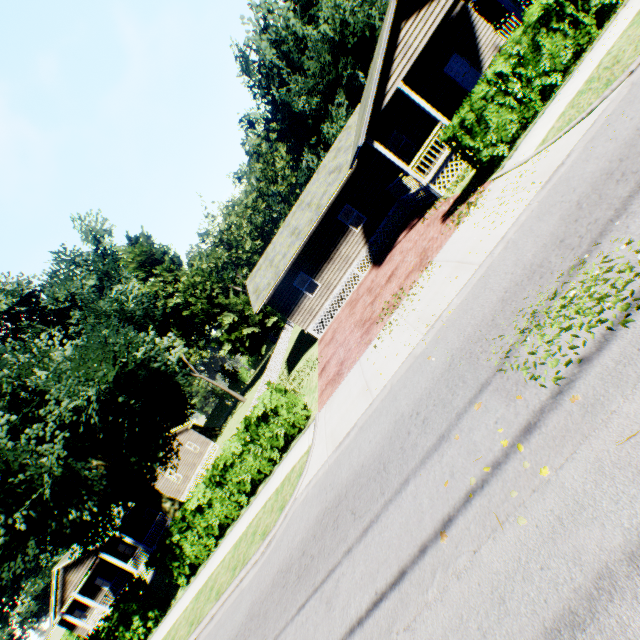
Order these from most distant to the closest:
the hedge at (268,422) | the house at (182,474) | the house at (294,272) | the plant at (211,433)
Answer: the plant at (211,433)
the house at (182,474)
the house at (294,272)
the hedge at (268,422)

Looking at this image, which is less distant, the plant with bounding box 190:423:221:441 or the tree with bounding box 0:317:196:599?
the tree with bounding box 0:317:196:599

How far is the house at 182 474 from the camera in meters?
31.6

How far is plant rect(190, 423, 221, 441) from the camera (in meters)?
53.62

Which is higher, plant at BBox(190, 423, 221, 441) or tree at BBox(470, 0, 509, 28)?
tree at BBox(470, 0, 509, 28)

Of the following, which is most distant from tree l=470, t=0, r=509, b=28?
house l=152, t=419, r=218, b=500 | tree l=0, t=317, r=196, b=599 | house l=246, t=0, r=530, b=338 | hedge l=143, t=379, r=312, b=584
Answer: house l=152, t=419, r=218, b=500

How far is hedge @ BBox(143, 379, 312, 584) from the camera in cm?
1227

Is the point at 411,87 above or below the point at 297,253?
below
